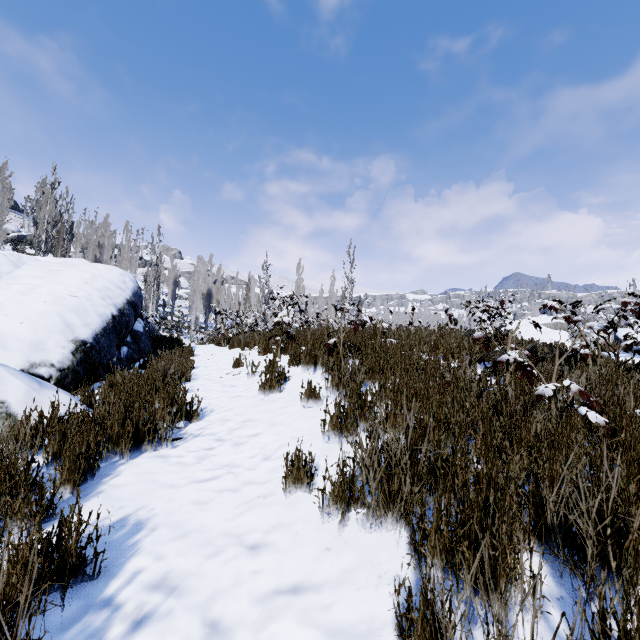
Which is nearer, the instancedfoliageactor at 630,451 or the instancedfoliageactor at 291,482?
the instancedfoliageactor at 630,451

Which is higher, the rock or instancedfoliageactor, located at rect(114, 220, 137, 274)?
instancedfoliageactor, located at rect(114, 220, 137, 274)

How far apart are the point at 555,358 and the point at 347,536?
6.6m

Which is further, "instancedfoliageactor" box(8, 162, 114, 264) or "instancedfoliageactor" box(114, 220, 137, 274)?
"instancedfoliageactor" box(114, 220, 137, 274)

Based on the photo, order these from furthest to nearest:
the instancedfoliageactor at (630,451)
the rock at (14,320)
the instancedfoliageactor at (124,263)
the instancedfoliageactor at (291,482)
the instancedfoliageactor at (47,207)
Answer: the instancedfoliageactor at (124,263) → the instancedfoliageactor at (47,207) → the rock at (14,320) → the instancedfoliageactor at (291,482) → the instancedfoliageactor at (630,451)

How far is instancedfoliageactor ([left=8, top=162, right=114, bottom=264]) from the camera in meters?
25.3

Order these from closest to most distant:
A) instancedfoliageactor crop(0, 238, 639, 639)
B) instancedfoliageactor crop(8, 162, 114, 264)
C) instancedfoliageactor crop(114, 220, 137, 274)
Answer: instancedfoliageactor crop(0, 238, 639, 639) < instancedfoliageactor crop(8, 162, 114, 264) < instancedfoliageactor crop(114, 220, 137, 274)
